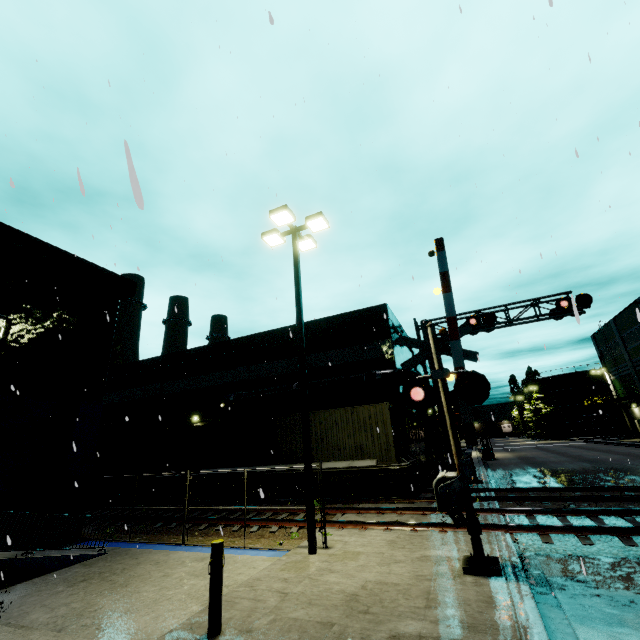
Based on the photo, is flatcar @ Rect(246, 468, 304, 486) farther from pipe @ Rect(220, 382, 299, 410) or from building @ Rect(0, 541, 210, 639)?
pipe @ Rect(220, 382, 299, 410)

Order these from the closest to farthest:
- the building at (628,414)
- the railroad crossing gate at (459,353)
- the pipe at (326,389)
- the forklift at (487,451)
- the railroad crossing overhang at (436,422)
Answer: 1. the railroad crossing gate at (459,353)
2. the railroad crossing overhang at (436,422)
3. the pipe at (326,389)
4. the forklift at (487,451)
5. the building at (628,414)

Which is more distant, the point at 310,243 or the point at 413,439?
the point at 413,439

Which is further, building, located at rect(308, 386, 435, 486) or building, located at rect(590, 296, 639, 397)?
building, located at rect(590, 296, 639, 397)

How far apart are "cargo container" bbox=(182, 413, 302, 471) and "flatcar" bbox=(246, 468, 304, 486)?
0.0m

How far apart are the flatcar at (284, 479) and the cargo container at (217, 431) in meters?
0.0 m

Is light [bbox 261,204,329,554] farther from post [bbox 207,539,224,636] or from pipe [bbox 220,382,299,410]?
pipe [bbox 220,382,299,410]
